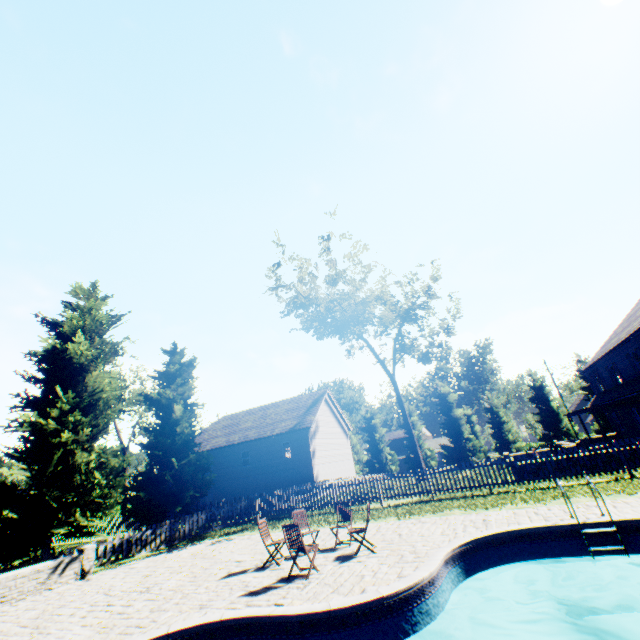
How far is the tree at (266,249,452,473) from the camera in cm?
2656

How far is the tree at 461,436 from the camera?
40.2m

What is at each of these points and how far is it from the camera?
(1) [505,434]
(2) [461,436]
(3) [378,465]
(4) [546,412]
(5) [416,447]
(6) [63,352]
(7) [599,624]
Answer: (1) tree, 39.6 meters
(2) tree, 41.8 meters
(3) tree, 43.9 meters
(4) tree, 38.9 meters
(5) tree, 25.9 meters
(6) tree, 15.5 meters
(7) swimming pool, 7.2 meters

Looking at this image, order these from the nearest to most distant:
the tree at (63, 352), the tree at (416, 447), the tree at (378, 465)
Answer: the tree at (63, 352)
the tree at (416, 447)
the tree at (378, 465)

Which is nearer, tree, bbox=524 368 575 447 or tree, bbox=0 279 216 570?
tree, bbox=0 279 216 570

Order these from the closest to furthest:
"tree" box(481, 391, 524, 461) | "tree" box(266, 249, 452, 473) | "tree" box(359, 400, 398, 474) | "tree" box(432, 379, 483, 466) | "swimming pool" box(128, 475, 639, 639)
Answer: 1. "swimming pool" box(128, 475, 639, 639)
2. "tree" box(266, 249, 452, 473)
3. "tree" box(481, 391, 524, 461)
4. "tree" box(432, 379, 483, 466)
5. "tree" box(359, 400, 398, 474)
